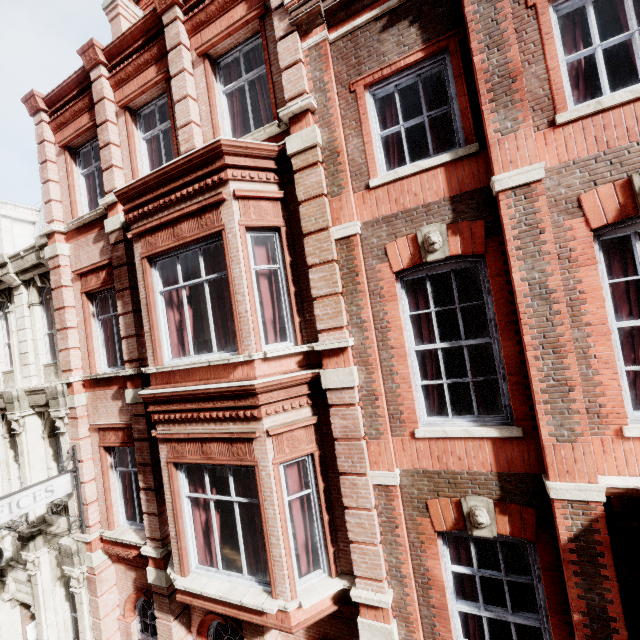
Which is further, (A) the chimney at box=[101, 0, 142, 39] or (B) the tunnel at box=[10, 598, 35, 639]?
(A) the chimney at box=[101, 0, 142, 39]

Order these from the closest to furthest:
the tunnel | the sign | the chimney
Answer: the sign
the tunnel
the chimney

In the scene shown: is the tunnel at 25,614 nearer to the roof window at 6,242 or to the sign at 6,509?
the sign at 6,509

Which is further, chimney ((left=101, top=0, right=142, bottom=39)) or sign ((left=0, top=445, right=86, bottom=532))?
chimney ((left=101, top=0, right=142, bottom=39))

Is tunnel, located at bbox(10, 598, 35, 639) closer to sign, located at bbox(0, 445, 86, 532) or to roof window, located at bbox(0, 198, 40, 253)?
sign, located at bbox(0, 445, 86, 532)

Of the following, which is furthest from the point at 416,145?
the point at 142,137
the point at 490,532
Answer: the point at 490,532

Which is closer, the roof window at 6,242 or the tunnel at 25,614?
the tunnel at 25,614

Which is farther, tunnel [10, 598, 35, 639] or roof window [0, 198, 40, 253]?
roof window [0, 198, 40, 253]
